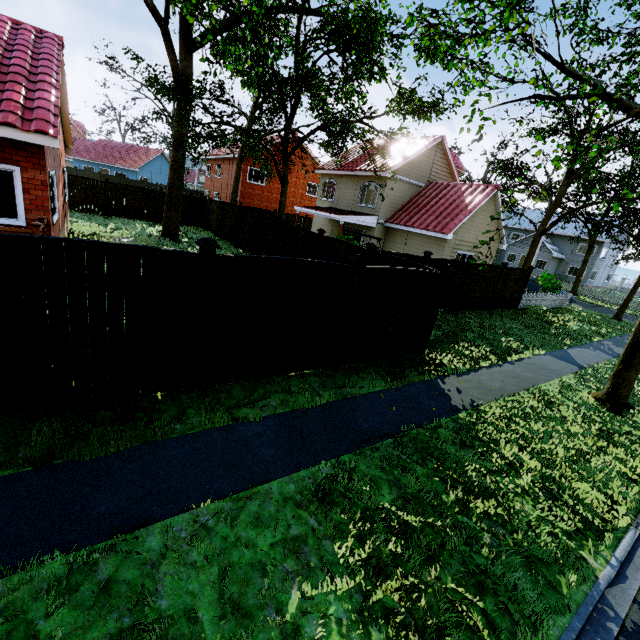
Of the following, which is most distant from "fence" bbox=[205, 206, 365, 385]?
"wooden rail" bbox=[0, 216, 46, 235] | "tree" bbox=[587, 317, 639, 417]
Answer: "wooden rail" bbox=[0, 216, 46, 235]

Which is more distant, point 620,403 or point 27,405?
point 620,403

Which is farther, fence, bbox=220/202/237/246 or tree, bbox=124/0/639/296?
fence, bbox=220/202/237/246

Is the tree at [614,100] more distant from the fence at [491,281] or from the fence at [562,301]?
the fence at [562,301]

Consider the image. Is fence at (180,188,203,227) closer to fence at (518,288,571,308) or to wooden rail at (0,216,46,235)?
fence at (518,288,571,308)

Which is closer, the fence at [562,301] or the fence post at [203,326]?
the fence post at [203,326]

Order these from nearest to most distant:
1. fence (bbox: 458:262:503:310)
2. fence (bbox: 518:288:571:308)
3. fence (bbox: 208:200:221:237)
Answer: fence (bbox: 458:262:503:310)
fence (bbox: 518:288:571:308)
fence (bbox: 208:200:221:237)

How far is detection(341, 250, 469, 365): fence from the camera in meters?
7.2
